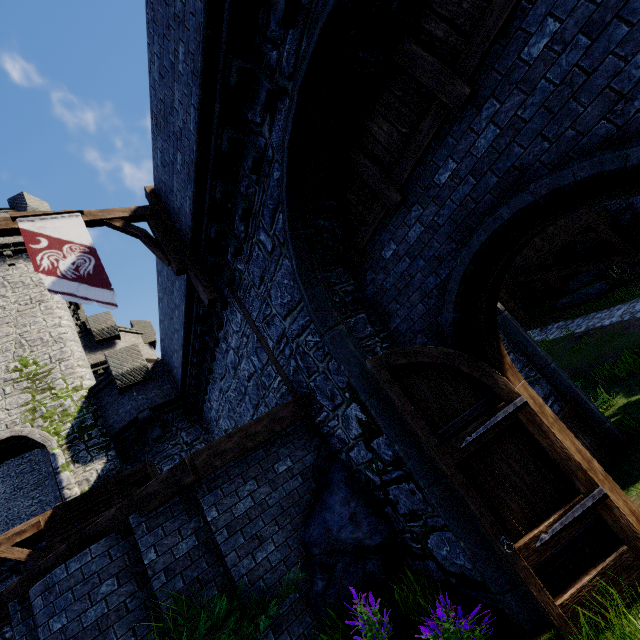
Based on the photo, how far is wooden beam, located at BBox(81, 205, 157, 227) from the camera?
7.6m

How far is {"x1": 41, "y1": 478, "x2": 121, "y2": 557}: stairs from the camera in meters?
8.6 m

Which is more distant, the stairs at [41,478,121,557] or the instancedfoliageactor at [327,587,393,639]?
the stairs at [41,478,121,557]

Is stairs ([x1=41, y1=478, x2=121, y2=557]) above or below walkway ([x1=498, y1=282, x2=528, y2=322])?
above

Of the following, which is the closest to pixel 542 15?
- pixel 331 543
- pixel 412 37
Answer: pixel 412 37

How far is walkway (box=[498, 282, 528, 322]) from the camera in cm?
1955

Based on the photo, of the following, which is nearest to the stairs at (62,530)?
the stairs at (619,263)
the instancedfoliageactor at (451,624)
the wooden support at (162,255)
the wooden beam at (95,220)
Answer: the wooden support at (162,255)

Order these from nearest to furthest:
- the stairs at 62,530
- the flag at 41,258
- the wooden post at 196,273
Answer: the flag at 41,258
the wooden post at 196,273
the stairs at 62,530
